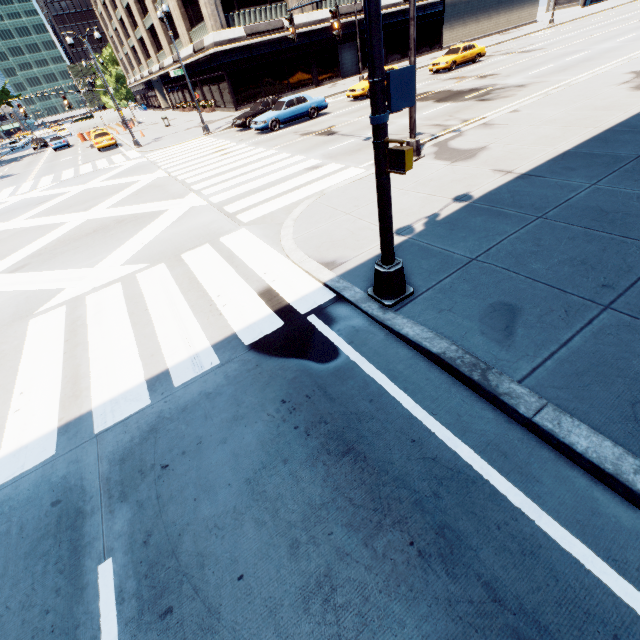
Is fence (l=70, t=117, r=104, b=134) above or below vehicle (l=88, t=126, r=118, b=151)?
above

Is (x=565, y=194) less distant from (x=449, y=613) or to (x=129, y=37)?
(x=449, y=613)

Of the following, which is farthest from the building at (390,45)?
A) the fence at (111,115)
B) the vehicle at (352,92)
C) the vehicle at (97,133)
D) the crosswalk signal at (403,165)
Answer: the crosswalk signal at (403,165)

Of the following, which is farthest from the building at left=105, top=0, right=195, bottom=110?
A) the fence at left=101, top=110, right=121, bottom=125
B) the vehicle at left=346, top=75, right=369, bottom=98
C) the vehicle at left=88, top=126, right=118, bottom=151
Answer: the vehicle at left=346, top=75, right=369, bottom=98

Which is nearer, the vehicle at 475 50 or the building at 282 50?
the vehicle at 475 50

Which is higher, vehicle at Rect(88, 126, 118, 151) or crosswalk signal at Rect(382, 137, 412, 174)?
crosswalk signal at Rect(382, 137, 412, 174)

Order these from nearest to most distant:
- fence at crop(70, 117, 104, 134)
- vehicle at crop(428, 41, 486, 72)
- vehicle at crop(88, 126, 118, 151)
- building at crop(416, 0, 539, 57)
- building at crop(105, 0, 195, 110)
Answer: vehicle at crop(428, 41, 486, 72) → vehicle at crop(88, 126, 118, 151) → building at crop(416, 0, 539, 57) → building at crop(105, 0, 195, 110) → fence at crop(70, 117, 104, 134)

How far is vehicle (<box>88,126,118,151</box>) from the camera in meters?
29.2 m
